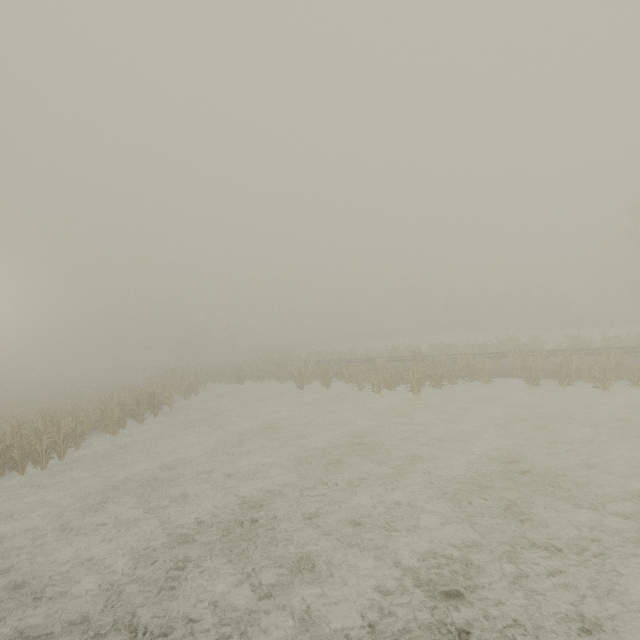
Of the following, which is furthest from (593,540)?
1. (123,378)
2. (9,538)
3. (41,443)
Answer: (123,378)
